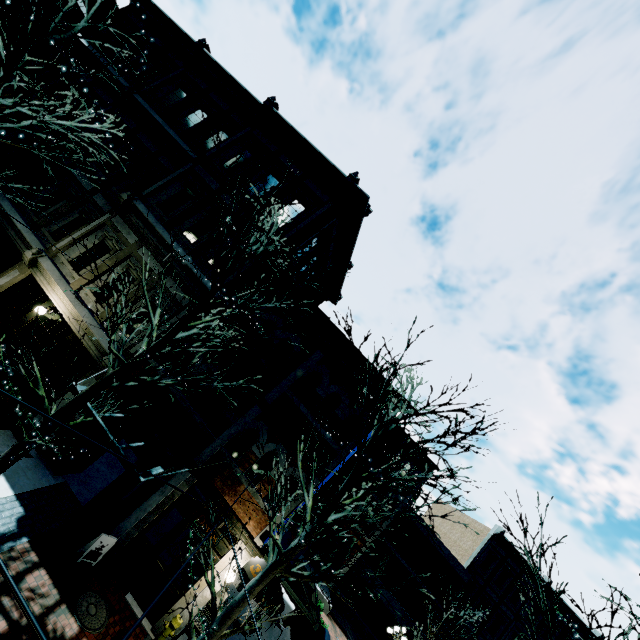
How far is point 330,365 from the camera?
11.3m

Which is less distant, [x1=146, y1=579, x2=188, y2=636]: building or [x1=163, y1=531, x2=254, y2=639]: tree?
[x1=163, y1=531, x2=254, y2=639]: tree

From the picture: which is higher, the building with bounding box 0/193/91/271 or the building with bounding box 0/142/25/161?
the building with bounding box 0/142/25/161

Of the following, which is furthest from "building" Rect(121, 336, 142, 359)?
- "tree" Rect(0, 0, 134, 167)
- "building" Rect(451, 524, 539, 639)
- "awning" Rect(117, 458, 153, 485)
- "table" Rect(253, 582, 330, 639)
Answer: "building" Rect(451, 524, 539, 639)

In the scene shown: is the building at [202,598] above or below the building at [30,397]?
above

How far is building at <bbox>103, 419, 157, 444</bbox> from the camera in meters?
10.4

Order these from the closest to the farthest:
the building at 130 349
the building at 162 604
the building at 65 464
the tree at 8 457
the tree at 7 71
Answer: the tree at 8 457, the tree at 7 71, the building at 162 604, the building at 65 464, the building at 130 349
